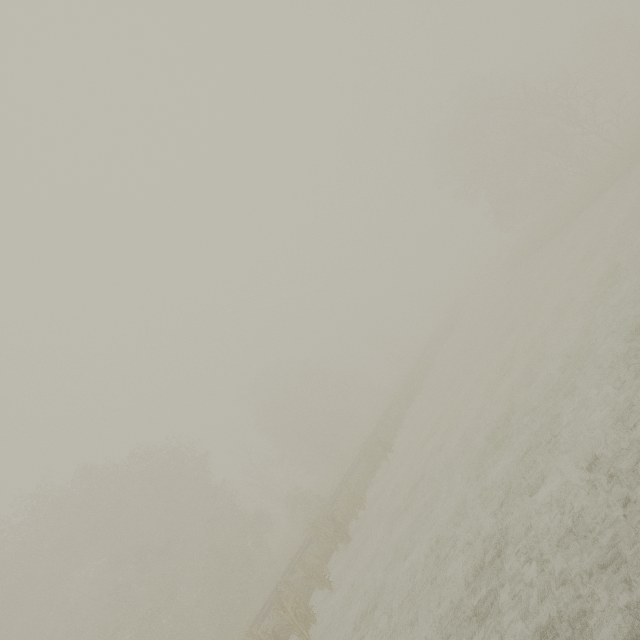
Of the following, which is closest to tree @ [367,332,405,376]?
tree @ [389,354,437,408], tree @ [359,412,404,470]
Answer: tree @ [389,354,437,408]

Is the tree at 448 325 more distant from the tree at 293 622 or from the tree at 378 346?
the tree at 293 622

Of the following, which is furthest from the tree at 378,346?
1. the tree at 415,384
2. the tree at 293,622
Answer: the tree at 293,622

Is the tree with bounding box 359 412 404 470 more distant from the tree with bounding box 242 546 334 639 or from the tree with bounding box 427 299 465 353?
the tree with bounding box 427 299 465 353

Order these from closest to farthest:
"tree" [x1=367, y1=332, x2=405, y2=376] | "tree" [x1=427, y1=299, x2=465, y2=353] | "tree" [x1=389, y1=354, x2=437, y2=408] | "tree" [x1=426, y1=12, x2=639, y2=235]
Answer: "tree" [x1=426, y1=12, x2=639, y2=235] < "tree" [x1=389, y1=354, x2=437, y2=408] < "tree" [x1=427, y1=299, x2=465, y2=353] < "tree" [x1=367, y1=332, x2=405, y2=376]

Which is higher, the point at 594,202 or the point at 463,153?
the point at 463,153

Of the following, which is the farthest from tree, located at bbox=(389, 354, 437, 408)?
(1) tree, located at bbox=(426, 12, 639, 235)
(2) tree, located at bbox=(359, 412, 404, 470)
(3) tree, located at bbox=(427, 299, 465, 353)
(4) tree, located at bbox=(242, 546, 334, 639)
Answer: (1) tree, located at bbox=(426, 12, 639, 235)
